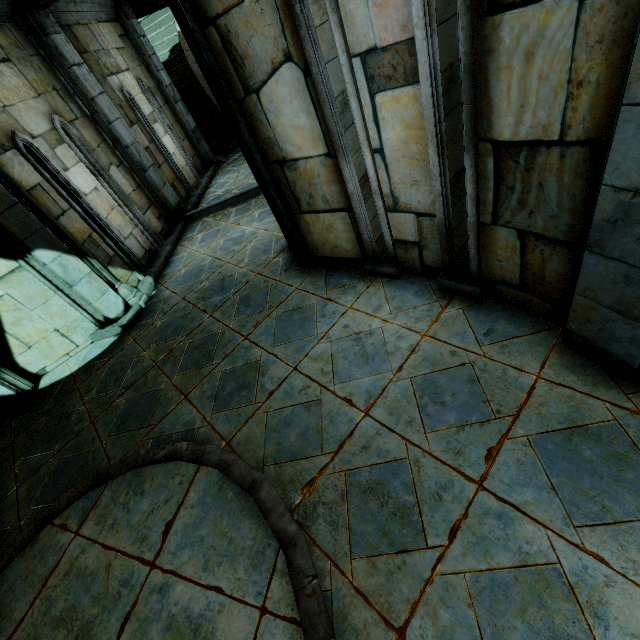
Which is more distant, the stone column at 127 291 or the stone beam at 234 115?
the stone column at 127 291

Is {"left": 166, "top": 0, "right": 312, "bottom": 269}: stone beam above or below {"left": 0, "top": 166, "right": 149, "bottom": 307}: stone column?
above

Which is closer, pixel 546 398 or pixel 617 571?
pixel 617 571

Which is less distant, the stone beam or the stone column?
the stone beam

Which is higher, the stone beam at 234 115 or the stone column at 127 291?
the stone beam at 234 115
